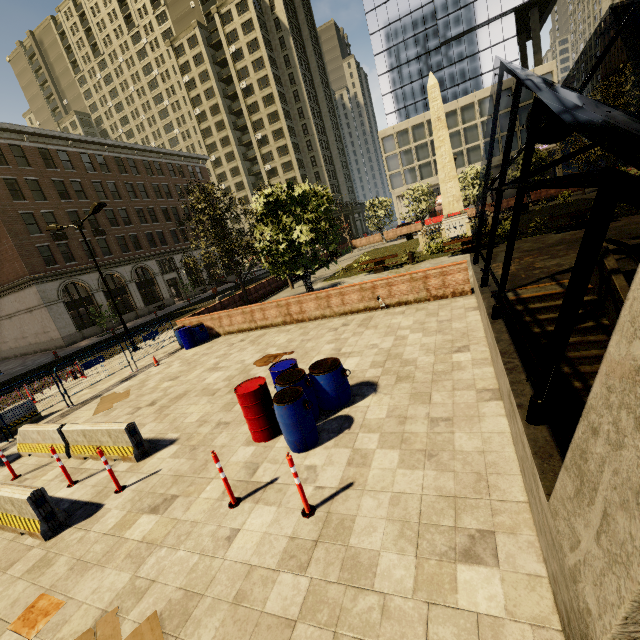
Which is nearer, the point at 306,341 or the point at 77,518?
the point at 77,518

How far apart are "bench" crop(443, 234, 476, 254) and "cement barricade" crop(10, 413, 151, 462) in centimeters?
1809cm

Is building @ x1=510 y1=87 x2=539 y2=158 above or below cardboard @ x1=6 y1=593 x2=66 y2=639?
above

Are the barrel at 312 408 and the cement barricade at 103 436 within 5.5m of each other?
yes

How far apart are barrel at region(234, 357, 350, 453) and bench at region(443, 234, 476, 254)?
15.1m

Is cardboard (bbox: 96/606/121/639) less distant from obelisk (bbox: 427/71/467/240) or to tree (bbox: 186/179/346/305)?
tree (bbox: 186/179/346/305)

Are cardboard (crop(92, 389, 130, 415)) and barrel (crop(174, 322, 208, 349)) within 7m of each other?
yes

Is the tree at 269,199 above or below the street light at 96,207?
below
